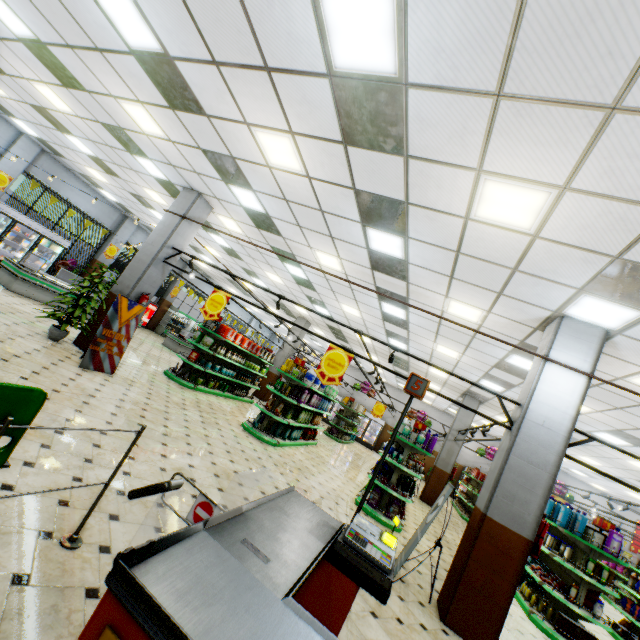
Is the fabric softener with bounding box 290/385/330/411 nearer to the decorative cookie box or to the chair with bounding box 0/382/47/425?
the chair with bounding box 0/382/47/425

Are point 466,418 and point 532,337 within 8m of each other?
no

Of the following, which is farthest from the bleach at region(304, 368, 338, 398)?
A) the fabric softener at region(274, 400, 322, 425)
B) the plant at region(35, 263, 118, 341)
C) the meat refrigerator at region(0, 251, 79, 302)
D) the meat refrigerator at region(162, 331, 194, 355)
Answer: the meat refrigerator at region(162, 331, 194, 355)

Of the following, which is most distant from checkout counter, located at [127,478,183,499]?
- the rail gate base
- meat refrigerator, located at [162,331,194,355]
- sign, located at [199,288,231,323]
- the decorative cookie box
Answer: meat refrigerator, located at [162,331,194,355]

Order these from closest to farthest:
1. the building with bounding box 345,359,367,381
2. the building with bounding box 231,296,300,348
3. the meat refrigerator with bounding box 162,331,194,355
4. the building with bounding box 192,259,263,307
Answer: the meat refrigerator with bounding box 162,331,194,355 < the building with bounding box 231,296,300,348 < the building with bounding box 192,259,263,307 < the building with bounding box 345,359,367,381

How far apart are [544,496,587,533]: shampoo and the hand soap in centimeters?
158cm

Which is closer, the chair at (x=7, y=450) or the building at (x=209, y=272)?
the chair at (x=7, y=450)

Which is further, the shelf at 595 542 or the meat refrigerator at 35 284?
the meat refrigerator at 35 284
